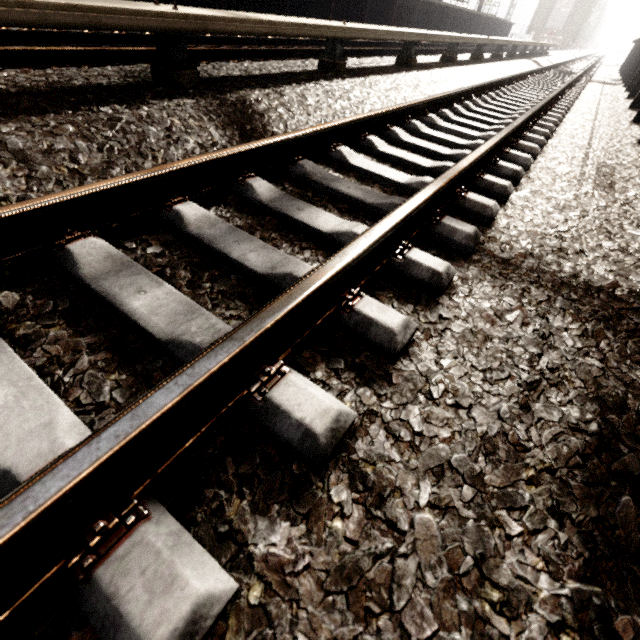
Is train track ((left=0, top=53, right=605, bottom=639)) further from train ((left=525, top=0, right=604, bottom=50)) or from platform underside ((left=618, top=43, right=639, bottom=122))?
train ((left=525, top=0, right=604, bottom=50))

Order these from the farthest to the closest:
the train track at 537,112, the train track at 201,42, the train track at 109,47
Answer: the train track at 201,42 → the train track at 109,47 → the train track at 537,112

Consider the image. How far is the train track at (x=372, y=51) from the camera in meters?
6.8 m

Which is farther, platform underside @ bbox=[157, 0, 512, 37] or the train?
the train

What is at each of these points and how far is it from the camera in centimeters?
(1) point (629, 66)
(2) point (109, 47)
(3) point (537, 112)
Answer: (1) platform underside, 1272cm
(2) train track, 351cm
(3) train track, 484cm

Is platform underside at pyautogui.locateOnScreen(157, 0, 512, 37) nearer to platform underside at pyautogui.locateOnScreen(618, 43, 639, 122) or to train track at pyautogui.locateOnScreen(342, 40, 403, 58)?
train track at pyautogui.locateOnScreen(342, 40, 403, 58)

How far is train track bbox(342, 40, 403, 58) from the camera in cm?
684

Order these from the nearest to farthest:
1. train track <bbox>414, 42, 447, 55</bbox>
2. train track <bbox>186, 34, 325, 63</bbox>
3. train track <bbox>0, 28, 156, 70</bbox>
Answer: train track <bbox>0, 28, 156, 70</bbox>
train track <bbox>186, 34, 325, 63</bbox>
train track <bbox>414, 42, 447, 55</bbox>
